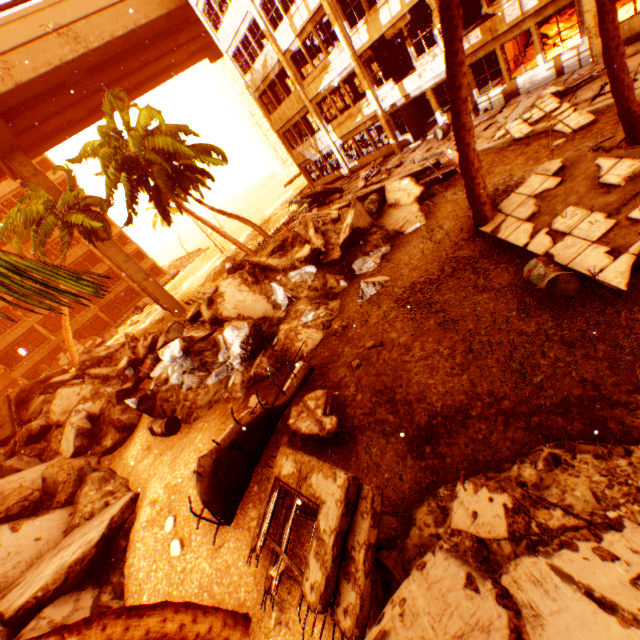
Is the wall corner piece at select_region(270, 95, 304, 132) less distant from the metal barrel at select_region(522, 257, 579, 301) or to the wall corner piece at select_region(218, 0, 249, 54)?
the wall corner piece at select_region(218, 0, 249, 54)

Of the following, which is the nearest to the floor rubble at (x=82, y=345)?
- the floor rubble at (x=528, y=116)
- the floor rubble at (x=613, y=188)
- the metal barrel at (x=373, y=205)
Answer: the floor rubble at (x=528, y=116)

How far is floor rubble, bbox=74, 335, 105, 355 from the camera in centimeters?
3381cm

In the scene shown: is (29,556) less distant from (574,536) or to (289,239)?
(574,536)

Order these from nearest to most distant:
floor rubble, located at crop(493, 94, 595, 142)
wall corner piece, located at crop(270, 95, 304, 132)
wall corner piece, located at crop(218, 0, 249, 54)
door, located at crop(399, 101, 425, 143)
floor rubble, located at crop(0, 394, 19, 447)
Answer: floor rubble, located at crop(493, 94, 595, 142) → floor rubble, located at crop(0, 394, 19, 447) → door, located at crop(399, 101, 425, 143) → wall corner piece, located at crop(218, 0, 249, 54) → wall corner piece, located at crop(270, 95, 304, 132)

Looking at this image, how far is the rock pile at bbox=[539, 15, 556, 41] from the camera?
16.2m

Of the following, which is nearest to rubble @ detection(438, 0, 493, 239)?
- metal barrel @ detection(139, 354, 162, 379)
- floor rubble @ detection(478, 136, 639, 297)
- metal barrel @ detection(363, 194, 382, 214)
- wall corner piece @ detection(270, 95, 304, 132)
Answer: floor rubble @ detection(478, 136, 639, 297)

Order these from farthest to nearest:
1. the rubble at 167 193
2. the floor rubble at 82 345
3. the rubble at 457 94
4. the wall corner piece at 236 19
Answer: the floor rubble at 82 345 < the wall corner piece at 236 19 < the rubble at 457 94 < the rubble at 167 193
